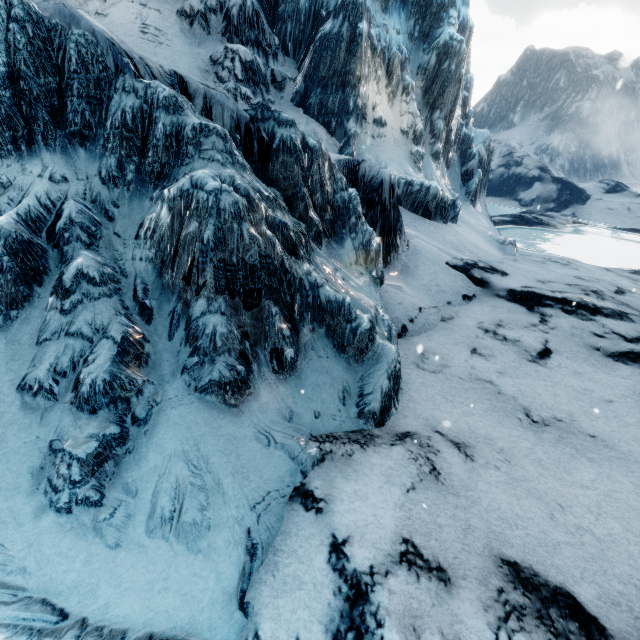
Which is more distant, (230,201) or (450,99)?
(450,99)
